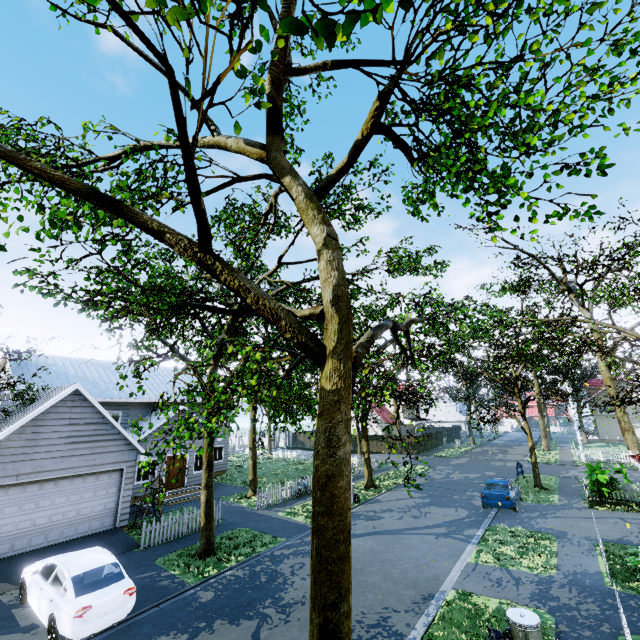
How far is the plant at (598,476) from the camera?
17.66m

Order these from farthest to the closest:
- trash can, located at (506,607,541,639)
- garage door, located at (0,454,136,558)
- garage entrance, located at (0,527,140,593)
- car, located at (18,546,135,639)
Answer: garage door, located at (0,454,136,558) < garage entrance, located at (0,527,140,593) < car, located at (18,546,135,639) < trash can, located at (506,607,541,639)

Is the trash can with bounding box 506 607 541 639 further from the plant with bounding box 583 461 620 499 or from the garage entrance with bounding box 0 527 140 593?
the plant with bounding box 583 461 620 499

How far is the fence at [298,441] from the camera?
50.6 meters

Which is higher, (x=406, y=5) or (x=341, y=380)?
(x=406, y=5)

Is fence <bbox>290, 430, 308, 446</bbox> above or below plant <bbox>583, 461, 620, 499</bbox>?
below

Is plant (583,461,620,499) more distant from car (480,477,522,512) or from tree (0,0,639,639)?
tree (0,0,639,639)

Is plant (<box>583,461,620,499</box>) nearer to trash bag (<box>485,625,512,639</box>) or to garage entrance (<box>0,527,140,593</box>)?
trash bag (<box>485,625,512,639</box>)
